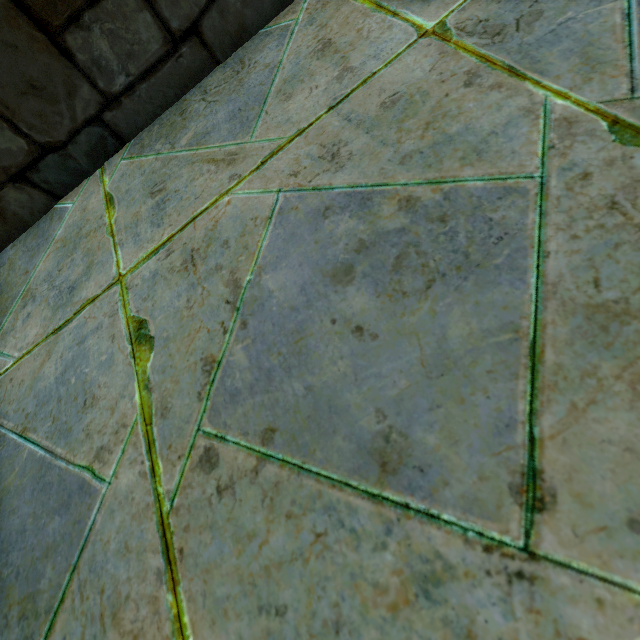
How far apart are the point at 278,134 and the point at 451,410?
0.9m
